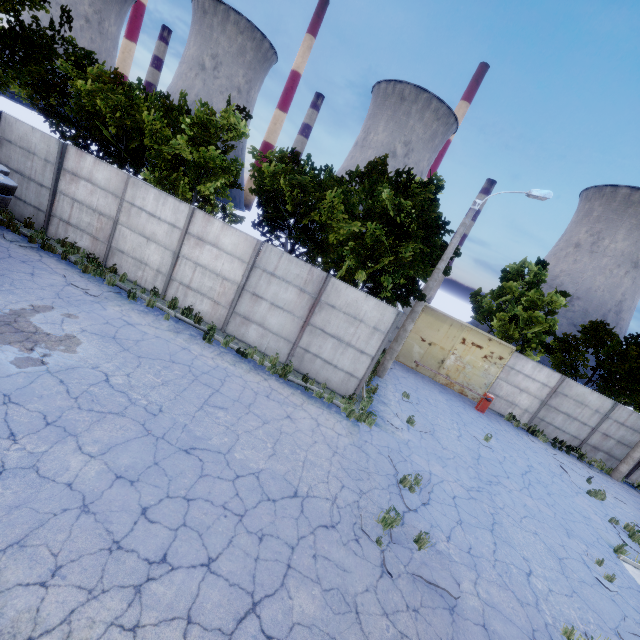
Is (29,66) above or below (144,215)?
above

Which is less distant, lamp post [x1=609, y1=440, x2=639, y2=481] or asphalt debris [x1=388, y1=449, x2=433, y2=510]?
asphalt debris [x1=388, y1=449, x2=433, y2=510]

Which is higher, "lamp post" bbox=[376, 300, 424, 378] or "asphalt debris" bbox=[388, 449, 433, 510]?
"lamp post" bbox=[376, 300, 424, 378]

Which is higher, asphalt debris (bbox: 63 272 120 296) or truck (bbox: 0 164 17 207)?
truck (bbox: 0 164 17 207)

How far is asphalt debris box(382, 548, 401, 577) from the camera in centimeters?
584cm

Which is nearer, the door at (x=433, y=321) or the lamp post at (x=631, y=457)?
the lamp post at (x=631, y=457)

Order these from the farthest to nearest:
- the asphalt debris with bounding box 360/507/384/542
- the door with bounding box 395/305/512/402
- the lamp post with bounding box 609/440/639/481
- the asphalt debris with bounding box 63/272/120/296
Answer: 1. the door with bounding box 395/305/512/402
2. the lamp post with bounding box 609/440/639/481
3. the asphalt debris with bounding box 63/272/120/296
4. the asphalt debris with bounding box 360/507/384/542

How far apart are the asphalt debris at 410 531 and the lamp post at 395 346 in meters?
8.5
